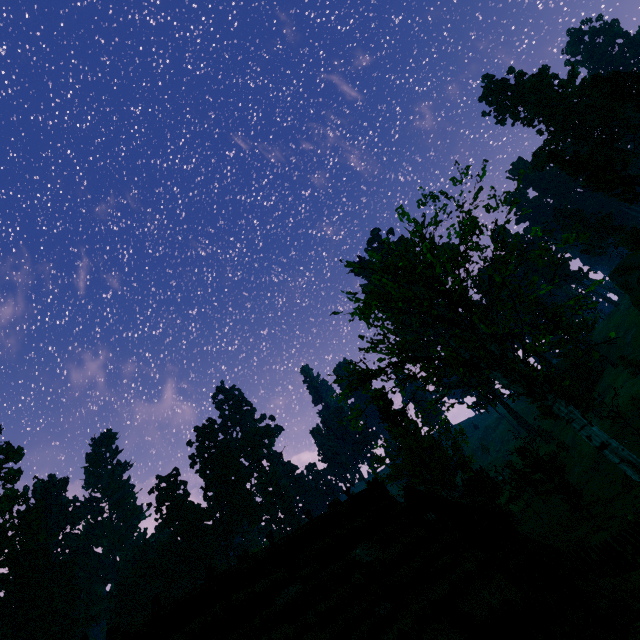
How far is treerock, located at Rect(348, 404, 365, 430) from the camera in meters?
12.8

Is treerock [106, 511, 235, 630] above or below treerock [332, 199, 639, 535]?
above

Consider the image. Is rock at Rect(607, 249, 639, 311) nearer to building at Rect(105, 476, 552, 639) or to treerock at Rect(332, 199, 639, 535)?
treerock at Rect(332, 199, 639, 535)

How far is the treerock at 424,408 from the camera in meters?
14.5 m

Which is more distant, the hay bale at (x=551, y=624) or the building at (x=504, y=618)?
the hay bale at (x=551, y=624)

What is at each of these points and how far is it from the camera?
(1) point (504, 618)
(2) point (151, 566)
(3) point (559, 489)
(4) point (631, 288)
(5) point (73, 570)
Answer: (1) building, 8.68m
(2) treerock, 53.97m
(3) treerock, 24.09m
(4) rock, 35.97m
(5) treerock, 51.97m
